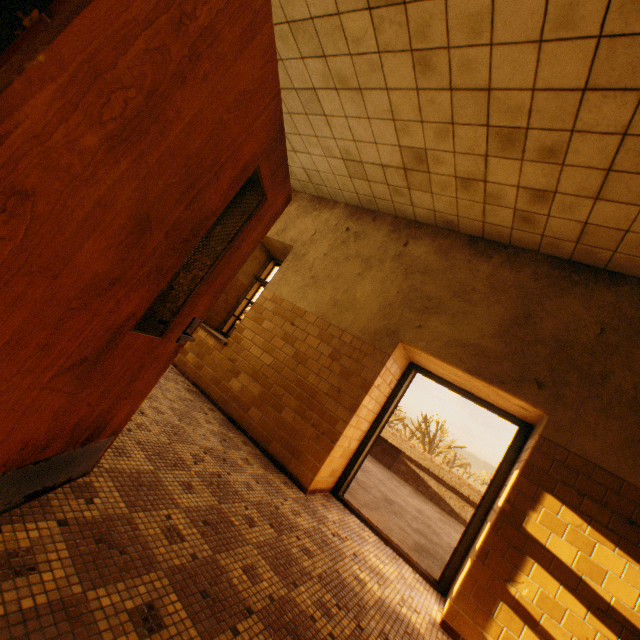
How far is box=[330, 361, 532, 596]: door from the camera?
3.70m

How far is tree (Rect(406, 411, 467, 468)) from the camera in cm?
3484

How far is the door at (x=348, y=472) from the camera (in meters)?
3.70

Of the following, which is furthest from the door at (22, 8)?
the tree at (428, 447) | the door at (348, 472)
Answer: the tree at (428, 447)

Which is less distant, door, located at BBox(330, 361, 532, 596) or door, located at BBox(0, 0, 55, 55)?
door, located at BBox(0, 0, 55, 55)

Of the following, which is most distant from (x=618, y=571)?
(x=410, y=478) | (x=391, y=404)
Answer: (x=410, y=478)

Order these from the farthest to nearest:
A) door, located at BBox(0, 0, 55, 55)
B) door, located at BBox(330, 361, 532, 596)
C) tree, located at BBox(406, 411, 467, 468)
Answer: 1. tree, located at BBox(406, 411, 467, 468)
2. door, located at BBox(330, 361, 532, 596)
3. door, located at BBox(0, 0, 55, 55)

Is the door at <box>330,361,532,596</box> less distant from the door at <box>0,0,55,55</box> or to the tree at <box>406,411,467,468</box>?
the door at <box>0,0,55,55</box>
